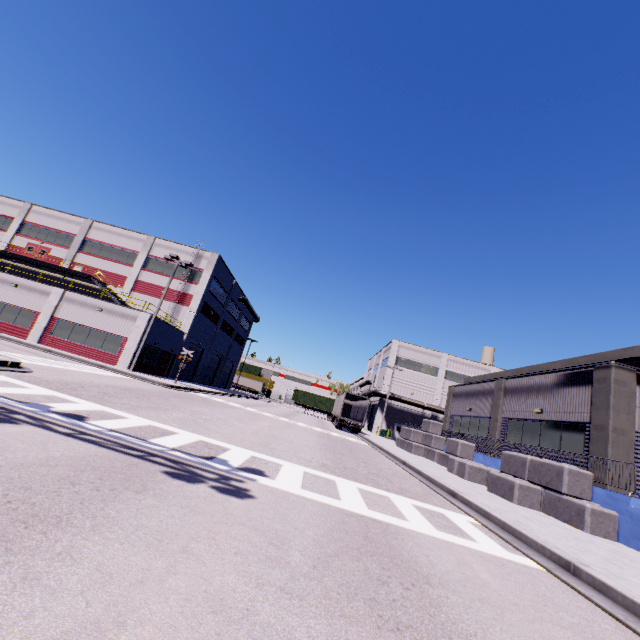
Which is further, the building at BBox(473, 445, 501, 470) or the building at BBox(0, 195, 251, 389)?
the building at BBox(0, 195, 251, 389)

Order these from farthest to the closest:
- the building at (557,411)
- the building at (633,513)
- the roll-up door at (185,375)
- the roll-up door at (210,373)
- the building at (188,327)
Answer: the roll-up door at (210,373)
the roll-up door at (185,375)
the building at (188,327)
the building at (557,411)
the building at (633,513)

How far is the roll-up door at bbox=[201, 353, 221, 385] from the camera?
45.34m

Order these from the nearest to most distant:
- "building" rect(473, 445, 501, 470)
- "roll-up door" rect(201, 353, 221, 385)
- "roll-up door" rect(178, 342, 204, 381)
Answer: "building" rect(473, 445, 501, 470)
"roll-up door" rect(178, 342, 204, 381)
"roll-up door" rect(201, 353, 221, 385)

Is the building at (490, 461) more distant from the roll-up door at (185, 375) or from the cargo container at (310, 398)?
the cargo container at (310, 398)

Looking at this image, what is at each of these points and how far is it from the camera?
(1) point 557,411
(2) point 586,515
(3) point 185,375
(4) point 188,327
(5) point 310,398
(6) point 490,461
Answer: (1) building, 16.0m
(2) concrete block, 10.0m
(3) roll-up door, 38.8m
(4) building, 35.2m
(5) cargo container, 54.9m
(6) building, 17.4m

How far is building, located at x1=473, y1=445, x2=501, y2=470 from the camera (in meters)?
16.77
